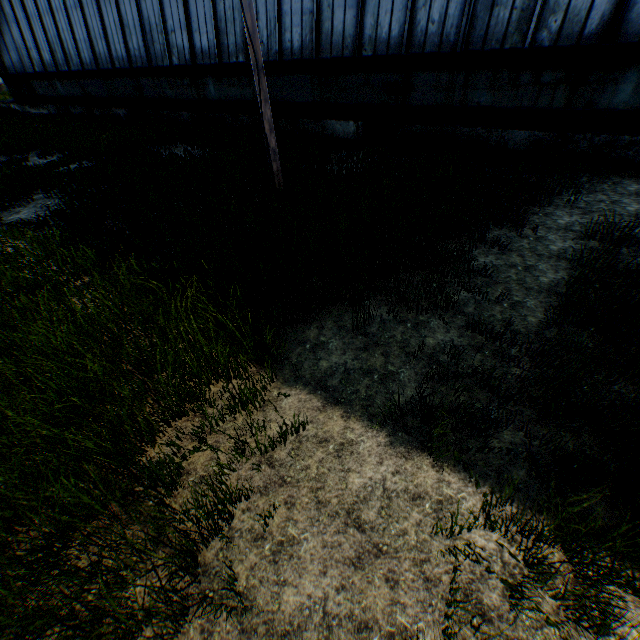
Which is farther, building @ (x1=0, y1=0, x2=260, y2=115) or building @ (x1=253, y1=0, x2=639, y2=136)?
building @ (x1=0, y1=0, x2=260, y2=115)

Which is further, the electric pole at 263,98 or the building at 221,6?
the building at 221,6

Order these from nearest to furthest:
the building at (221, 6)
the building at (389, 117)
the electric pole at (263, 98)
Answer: the electric pole at (263, 98) < the building at (389, 117) < the building at (221, 6)

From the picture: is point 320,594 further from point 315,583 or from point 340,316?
point 340,316

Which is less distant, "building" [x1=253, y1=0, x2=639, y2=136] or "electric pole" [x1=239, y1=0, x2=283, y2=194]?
"electric pole" [x1=239, y1=0, x2=283, y2=194]

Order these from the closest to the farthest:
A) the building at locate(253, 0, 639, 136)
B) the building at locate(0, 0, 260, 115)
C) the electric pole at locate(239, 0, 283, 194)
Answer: the electric pole at locate(239, 0, 283, 194) → the building at locate(253, 0, 639, 136) → the building at locate(0, 0, 260, 115)
